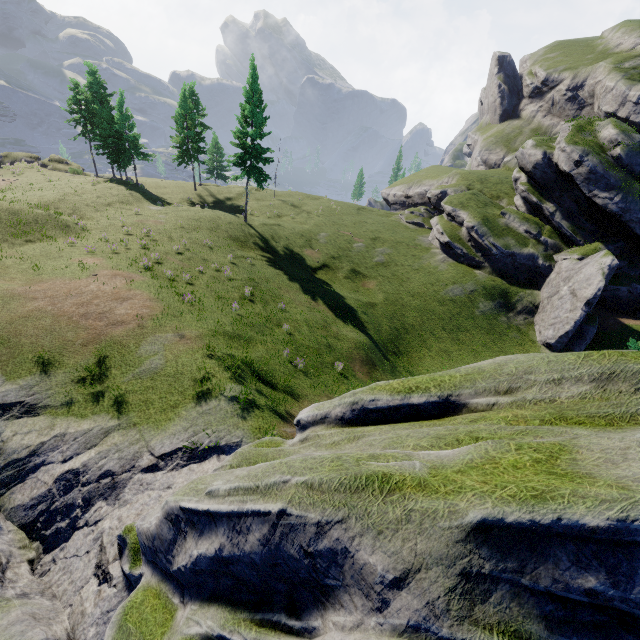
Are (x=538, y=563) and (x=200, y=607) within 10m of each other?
yes
